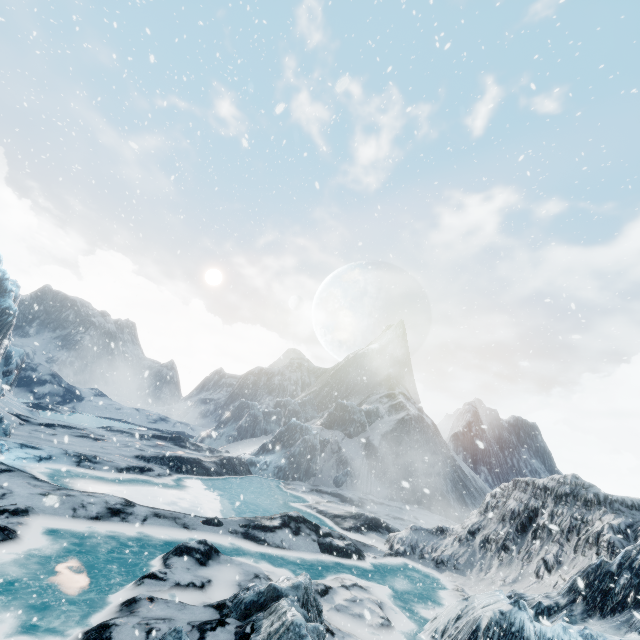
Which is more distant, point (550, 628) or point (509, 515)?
point (509, 515)
